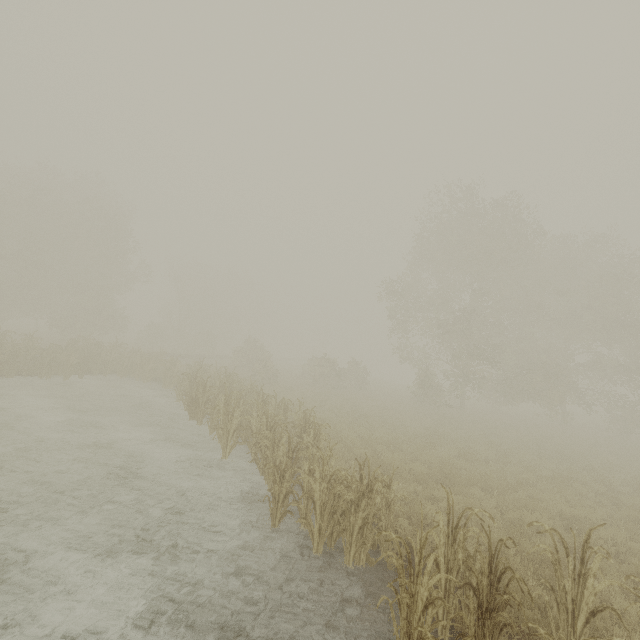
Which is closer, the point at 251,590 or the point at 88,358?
the point at 251,590
